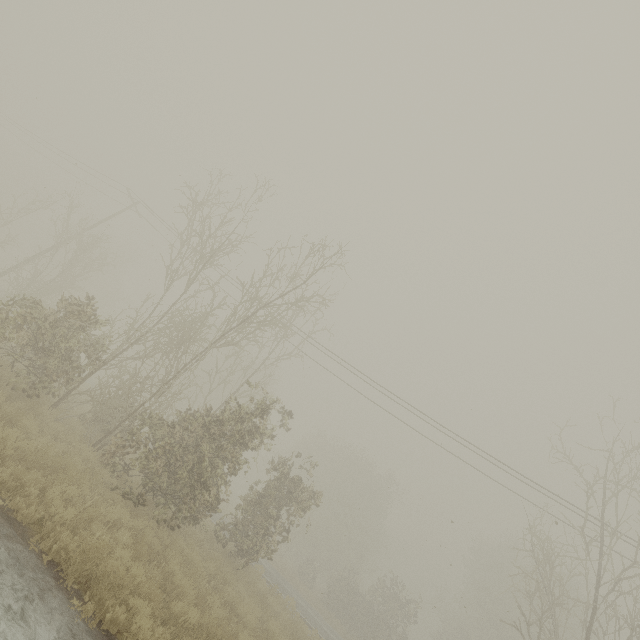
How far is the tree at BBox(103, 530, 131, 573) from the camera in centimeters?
590cm

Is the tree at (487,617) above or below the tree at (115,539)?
above

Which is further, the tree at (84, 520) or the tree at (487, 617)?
the tree at (487, 617)

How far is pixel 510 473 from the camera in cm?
1628

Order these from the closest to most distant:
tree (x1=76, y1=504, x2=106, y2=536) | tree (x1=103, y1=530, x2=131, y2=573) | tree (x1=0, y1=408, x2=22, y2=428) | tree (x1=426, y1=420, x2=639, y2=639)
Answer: tree (x1=103, y1=530, x2=131, y2=573) → tree (x1=76, y1=504, x2=106, y2=536) → tree (x1=0, y1=408, x2=22, y2=428) → tree (x1=426, y1=420, x2=639, y2=639)

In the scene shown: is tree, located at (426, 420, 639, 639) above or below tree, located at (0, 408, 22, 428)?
above
